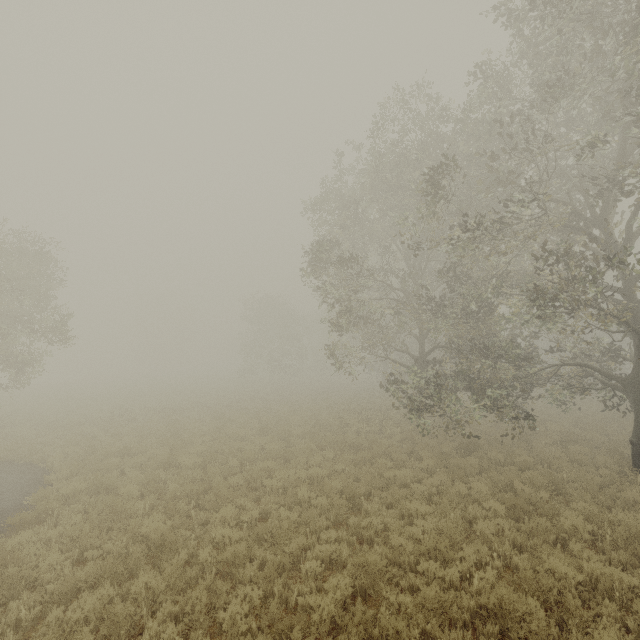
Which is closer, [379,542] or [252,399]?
[379,542]
